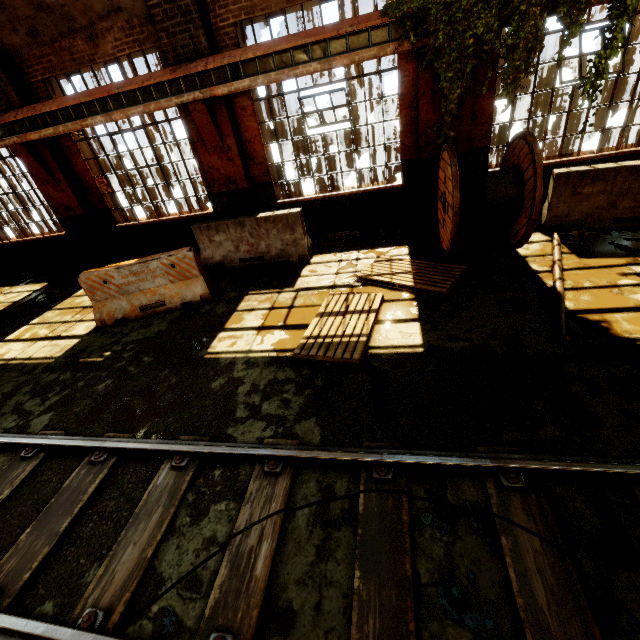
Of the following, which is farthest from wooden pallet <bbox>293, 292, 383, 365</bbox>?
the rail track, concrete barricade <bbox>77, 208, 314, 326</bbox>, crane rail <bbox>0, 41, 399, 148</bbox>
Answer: crane rail <bbox>0, 41, 399, 148</bbox>

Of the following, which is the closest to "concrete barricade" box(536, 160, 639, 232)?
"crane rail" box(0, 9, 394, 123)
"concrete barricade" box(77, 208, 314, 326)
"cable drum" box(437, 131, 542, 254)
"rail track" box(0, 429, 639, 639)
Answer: "cable drum" box(437, 131, 542, 254)

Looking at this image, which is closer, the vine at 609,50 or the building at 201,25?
the vine at 609,50

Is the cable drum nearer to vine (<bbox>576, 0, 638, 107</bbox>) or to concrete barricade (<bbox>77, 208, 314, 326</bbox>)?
vine (<bbox>576, 0, 638, 107</bbox>)

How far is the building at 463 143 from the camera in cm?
618

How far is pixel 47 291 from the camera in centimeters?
864cm

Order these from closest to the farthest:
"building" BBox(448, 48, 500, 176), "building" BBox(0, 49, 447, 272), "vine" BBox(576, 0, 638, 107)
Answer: "vine" BBox(576, 0, 638, 107) → "building" BBox(448, 48, 500, 176) → "building" BBox(0, 49, 447, 272)

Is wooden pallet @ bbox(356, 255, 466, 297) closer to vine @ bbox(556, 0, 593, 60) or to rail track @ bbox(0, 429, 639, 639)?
rail track @ bbox(0, 429, 639, 639)
